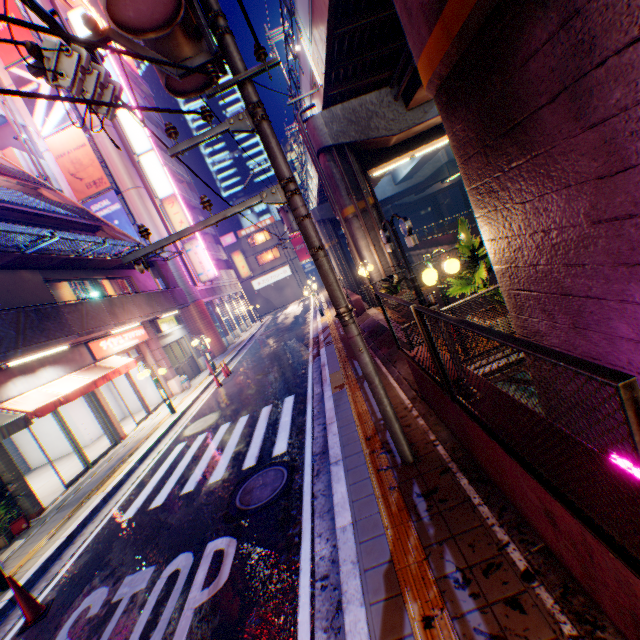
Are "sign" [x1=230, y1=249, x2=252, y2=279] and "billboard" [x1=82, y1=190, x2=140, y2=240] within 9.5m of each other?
no

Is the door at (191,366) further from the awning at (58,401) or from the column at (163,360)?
the awning at (58,401)

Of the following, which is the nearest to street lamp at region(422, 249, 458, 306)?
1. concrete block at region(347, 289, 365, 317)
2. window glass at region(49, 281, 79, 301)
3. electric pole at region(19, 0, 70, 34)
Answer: electric pole at region(19, 0, 70, 34)

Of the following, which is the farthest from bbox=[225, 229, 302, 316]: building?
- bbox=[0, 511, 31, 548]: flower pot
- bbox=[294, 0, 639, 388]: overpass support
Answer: bbox=[0, 511, 31, 548]: flower pot

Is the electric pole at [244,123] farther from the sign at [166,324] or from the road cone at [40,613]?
the sign at [166,324]

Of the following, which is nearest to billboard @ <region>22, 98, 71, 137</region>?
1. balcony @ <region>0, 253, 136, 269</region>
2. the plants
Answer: balcony @ <region>0, 253, 136, 269</region>

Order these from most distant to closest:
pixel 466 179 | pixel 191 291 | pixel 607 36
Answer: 1. pixel 191 291
2. pixel 466 179
3. pixel 607 36

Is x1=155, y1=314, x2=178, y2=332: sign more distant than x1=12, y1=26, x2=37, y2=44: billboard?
No
